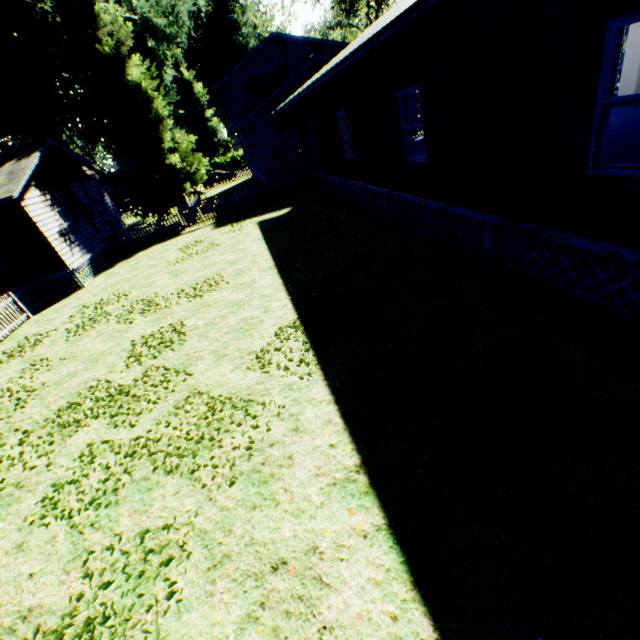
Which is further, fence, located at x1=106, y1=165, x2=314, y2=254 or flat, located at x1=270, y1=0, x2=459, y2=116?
fence, located at x1=106, y1=165, x2=314, y2=254

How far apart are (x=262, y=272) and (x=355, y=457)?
7.6 meters

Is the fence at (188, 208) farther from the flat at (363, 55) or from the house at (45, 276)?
the flat at (363, 55)

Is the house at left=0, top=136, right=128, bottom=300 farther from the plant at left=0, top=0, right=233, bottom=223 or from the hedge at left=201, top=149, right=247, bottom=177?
the hedge at left=201, top=149, right=247, bottom=177

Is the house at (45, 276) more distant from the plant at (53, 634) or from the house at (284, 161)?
the house at (284, 161)

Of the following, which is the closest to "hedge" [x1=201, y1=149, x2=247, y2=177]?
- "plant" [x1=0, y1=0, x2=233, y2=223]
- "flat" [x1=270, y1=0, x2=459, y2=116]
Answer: "plant" [x1=0, y1=0, x2=233, y2=223]

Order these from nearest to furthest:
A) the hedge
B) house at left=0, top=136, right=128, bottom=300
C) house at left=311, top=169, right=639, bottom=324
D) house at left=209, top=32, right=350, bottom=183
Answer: house at left=311, top=169, right=639, bottom=324 → house at left=0, top=136, right=128, bottom=300 → house at left=209, top=32, right=350, bottom=183 → the hedge

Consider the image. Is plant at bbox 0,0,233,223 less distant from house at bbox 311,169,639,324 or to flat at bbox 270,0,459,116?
flat at bbox 270,0,459,116
